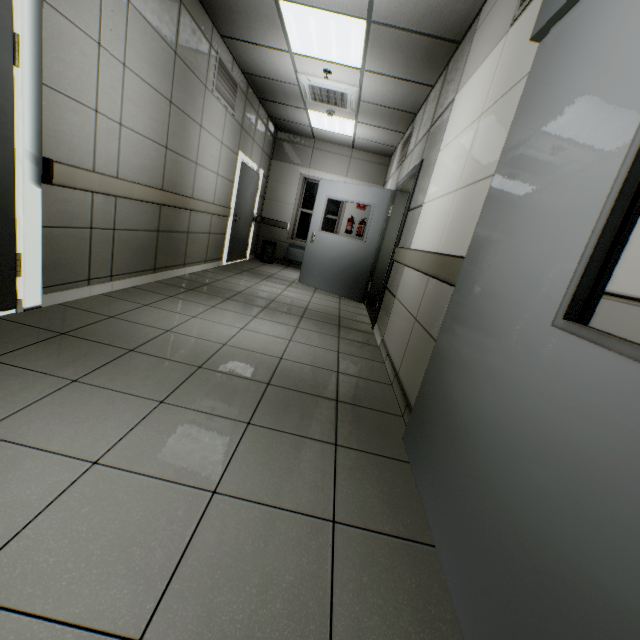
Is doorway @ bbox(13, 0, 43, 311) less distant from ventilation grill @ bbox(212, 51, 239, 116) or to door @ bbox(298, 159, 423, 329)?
ventilation grill @ bbox(212, 51, 239, 116)

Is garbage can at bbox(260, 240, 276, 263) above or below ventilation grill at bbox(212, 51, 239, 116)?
below

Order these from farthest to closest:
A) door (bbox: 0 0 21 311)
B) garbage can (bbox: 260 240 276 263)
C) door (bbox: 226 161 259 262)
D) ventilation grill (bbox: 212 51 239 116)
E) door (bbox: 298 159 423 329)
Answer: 1. garbage can (bbox: 260 240 276 263)
2. door (bbox: 226 161 259 262)
3. door (bbox: 298 159 423 329)
4. ventilation grill (bbox: 212 51 239 116)
5. door (bbox: 0 0 21 311)

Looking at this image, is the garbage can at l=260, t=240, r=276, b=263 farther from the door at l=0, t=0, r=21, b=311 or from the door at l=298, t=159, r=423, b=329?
the door at l=0, t=0, r=21, b=311

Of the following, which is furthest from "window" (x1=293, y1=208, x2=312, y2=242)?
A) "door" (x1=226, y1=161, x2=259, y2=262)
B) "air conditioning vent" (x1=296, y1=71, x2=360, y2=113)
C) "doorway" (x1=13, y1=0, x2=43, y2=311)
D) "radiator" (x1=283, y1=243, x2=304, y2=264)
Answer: "doorway" (x1=13, y1=0, x2=43, y2=311)

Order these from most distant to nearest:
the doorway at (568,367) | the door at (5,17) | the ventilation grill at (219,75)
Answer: the ventilation grill at (219,75), the door at (5,17), the doorway at (568,367)

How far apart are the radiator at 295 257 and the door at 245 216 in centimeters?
112cm

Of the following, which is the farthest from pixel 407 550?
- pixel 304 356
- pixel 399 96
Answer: pixel 399 96
